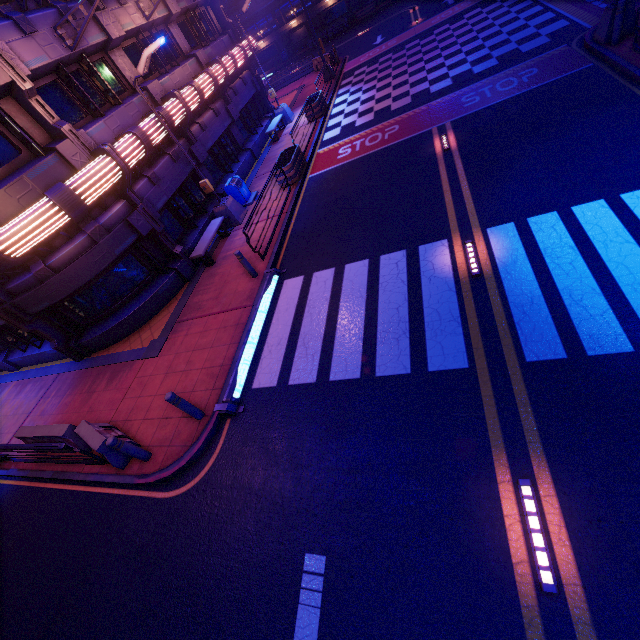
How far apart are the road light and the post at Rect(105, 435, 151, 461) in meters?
7.5

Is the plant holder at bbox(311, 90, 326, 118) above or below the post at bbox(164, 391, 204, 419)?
below

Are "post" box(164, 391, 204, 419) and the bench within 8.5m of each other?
yes

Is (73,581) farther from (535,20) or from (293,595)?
(535,20)

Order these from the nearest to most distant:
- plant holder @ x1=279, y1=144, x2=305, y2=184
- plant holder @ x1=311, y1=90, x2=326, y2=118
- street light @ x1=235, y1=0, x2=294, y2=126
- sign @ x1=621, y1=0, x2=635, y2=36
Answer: sign @ x1=621, y1=0, x2=635, y2=36 < plant holder @ x1=279, y1=144, x2=305, y2=184 < street light @ x1=235, y1=0, x2=294, y2=126 < plant holder @ x1=311, y1=90, x2=326, y2=118

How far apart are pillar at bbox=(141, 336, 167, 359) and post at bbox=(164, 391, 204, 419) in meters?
3.4

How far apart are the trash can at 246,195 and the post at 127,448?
11.10m

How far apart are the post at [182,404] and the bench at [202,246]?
6.5m
